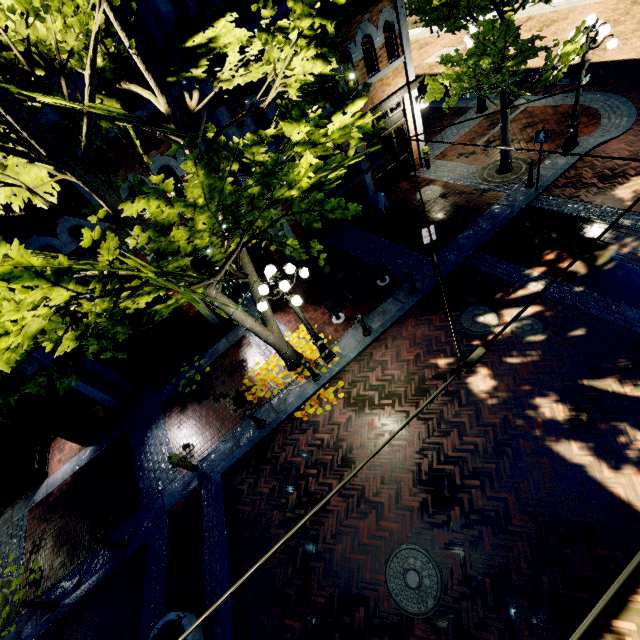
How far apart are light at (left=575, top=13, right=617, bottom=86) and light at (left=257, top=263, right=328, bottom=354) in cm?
990

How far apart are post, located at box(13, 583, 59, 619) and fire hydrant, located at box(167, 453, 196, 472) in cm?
401

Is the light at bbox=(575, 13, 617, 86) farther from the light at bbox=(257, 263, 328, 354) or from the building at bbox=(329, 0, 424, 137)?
the building at bbox=(329, 0, 424, 137)

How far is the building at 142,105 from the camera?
8.4m

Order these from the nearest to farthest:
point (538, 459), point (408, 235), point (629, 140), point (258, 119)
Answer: point (538, 459), point (258, 119), point (629, 140), point (408, 235)

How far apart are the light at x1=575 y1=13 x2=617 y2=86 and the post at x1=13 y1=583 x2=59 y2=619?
19.8 meters

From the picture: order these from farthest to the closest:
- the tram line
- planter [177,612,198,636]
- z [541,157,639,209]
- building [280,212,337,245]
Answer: building [280,212,337,245]
z [541,157,639,209]
planter [177,612,198,636]
the tram line
